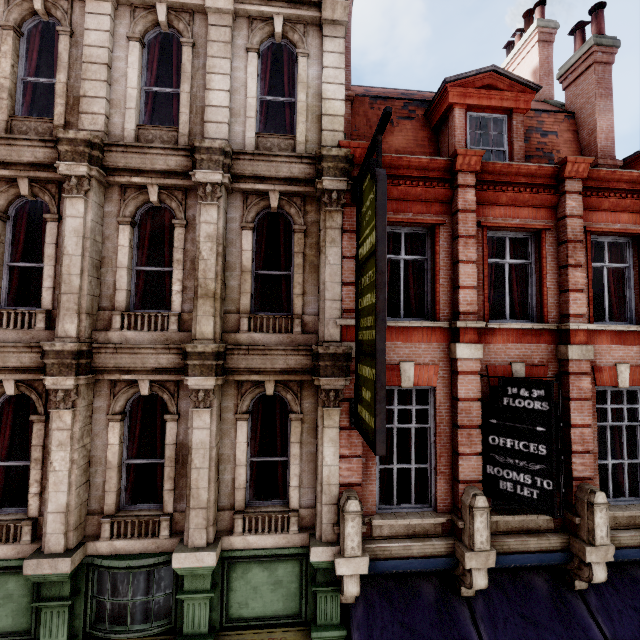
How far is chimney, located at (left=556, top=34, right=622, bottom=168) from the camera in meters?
9.0

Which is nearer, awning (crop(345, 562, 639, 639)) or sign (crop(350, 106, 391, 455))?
sign (crop(350, 106, 391, 455))

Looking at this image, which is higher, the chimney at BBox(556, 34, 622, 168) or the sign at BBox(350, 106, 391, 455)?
the chimney at BBox(556, 34, 622, 168)

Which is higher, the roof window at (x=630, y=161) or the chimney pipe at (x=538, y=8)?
the chimney pipe at (x=538, y=8)

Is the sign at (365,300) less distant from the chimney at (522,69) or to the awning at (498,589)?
the awning at (498,589)

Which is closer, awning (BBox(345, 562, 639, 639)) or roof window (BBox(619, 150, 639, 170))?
awning (BBox(345, 562, 639, 639))

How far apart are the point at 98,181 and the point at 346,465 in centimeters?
755cm

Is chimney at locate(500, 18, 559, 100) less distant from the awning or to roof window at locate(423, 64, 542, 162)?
roof window at locate(423, 64, 542, 162)
